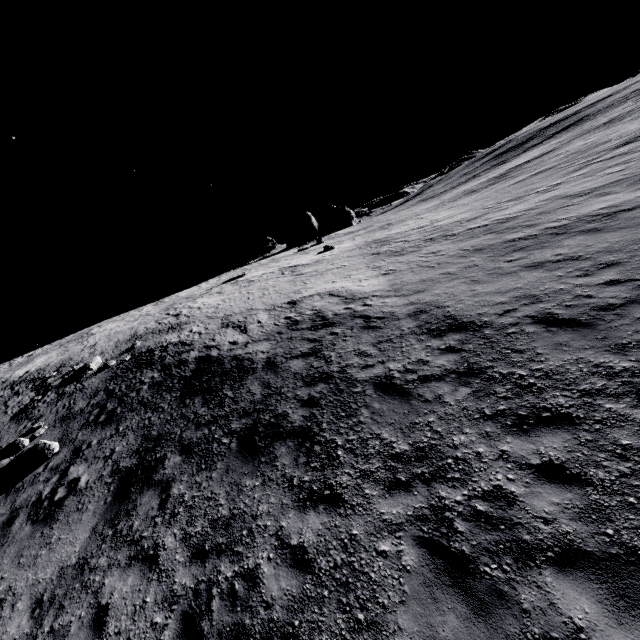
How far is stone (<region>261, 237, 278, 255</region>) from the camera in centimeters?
4491cm

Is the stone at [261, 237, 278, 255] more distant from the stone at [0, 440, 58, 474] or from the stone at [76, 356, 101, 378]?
the stone at [0, 440, 58, 474]

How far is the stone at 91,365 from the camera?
19.61m

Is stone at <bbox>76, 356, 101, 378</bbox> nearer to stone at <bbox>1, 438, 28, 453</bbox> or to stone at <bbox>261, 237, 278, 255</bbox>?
stone at <bbox>1, 438, 28, 453</bbox>

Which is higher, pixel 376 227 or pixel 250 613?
pixel 376 227

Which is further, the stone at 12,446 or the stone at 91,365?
the stone at 91,365

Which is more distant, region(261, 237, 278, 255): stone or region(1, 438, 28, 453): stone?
region(261, 237, 278, 255): stone

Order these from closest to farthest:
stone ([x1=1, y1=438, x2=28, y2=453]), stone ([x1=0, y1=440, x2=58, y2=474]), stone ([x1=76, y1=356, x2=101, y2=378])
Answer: stone ([x1=0, y1=440, x2=58, y2=474]) → stone ([x1=1, y1=438, x2=28, y2=453]) → stone ([x1=76, y1=356, x2=101, y2=378])
